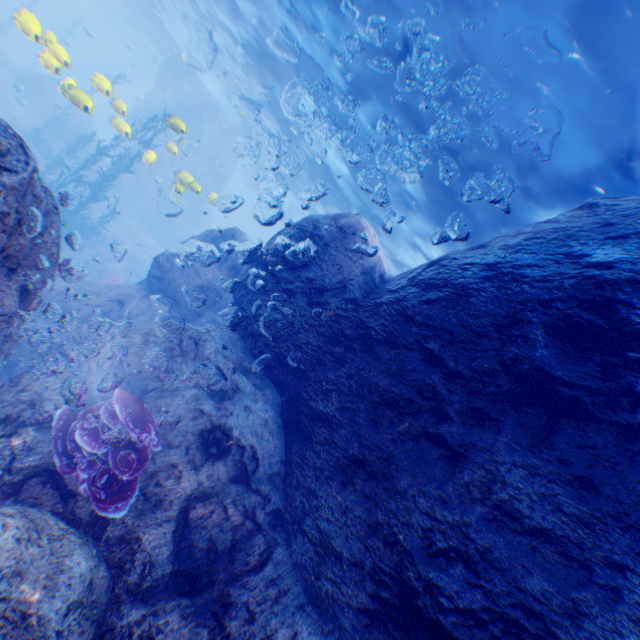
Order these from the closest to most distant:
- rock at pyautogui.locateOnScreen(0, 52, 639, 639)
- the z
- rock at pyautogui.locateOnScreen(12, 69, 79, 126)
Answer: rock at pyautogui.locateOnScreen(0, 52, 639, 639), the z, rock at pyautogui.locateOnScreen(12, 69, 79, 126)

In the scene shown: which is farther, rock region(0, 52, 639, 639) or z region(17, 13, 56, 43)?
z region(17, 13, 56, 43)

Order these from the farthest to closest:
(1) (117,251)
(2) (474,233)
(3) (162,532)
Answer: (1) (117,251) < (2) (474,233) < (3) (162,532)

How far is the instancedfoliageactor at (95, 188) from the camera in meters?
15.9 m

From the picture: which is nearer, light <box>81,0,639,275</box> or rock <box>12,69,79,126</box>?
light <box>81,0,639,275</box>

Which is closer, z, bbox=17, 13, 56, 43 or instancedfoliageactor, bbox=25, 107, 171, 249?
z, bbox=17, 13, 56, 43

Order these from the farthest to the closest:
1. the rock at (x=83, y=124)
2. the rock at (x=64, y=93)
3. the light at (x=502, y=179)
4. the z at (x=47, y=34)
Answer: the rock at (x=83, y=124), the rock at (x=64, y=93), the z at (x=47, y=34), the light at (x=502, y=179)

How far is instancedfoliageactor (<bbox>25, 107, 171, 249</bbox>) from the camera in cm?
1586
